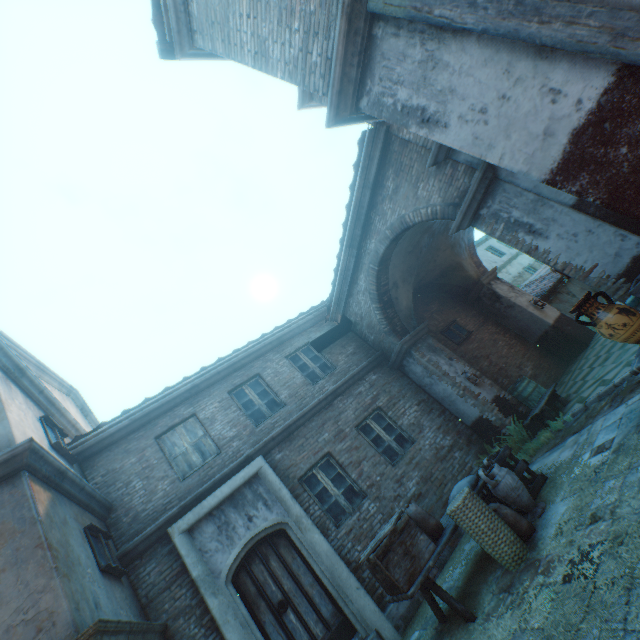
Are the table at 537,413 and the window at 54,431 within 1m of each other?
no

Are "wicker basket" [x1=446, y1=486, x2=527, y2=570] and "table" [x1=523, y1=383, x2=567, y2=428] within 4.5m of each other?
yes

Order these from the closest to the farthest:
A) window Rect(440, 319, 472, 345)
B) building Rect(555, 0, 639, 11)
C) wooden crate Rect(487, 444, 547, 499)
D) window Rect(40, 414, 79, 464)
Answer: building Rect(555, 0, 639, 11) → wooden crate Rect(487, 444, 547, 499) → window Rect(40, 414, 79, 464) → window Rect(440, 319, 472, 345)

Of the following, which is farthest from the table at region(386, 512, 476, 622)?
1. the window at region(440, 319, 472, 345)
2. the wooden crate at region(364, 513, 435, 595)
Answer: the window at region(440, 319, 472, 345)

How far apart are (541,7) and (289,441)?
8.21m

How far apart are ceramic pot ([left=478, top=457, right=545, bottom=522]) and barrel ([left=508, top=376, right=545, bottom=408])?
4.06m

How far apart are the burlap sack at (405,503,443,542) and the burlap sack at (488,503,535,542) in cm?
70

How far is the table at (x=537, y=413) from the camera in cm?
730
